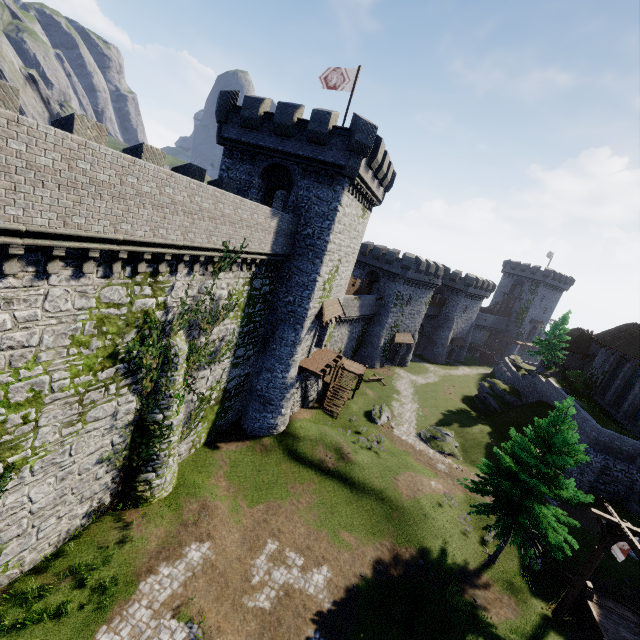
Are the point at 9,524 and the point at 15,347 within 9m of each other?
yes

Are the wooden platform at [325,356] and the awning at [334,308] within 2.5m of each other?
no

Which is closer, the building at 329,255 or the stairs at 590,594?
the stairs at 590,594

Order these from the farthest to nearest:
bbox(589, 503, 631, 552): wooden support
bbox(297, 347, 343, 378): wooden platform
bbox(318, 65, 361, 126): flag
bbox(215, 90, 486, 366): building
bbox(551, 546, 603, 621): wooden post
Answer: bbox(297, 347, 343, 378): wooden platform → bbox(318, 65, 361, 126): flag → bbox(215, 90, 486, 366): building → bbox(551, 546, 603, 621): wooden post → bbox(589, 503, 631, 552): wooden support

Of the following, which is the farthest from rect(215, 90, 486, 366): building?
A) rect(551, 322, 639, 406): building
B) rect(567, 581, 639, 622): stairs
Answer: rect(551, 322, 639, 406): building

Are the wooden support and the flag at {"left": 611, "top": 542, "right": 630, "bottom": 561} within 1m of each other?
yes

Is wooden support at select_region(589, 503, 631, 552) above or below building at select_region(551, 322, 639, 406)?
below

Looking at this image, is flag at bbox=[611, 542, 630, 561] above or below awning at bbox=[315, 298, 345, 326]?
below
